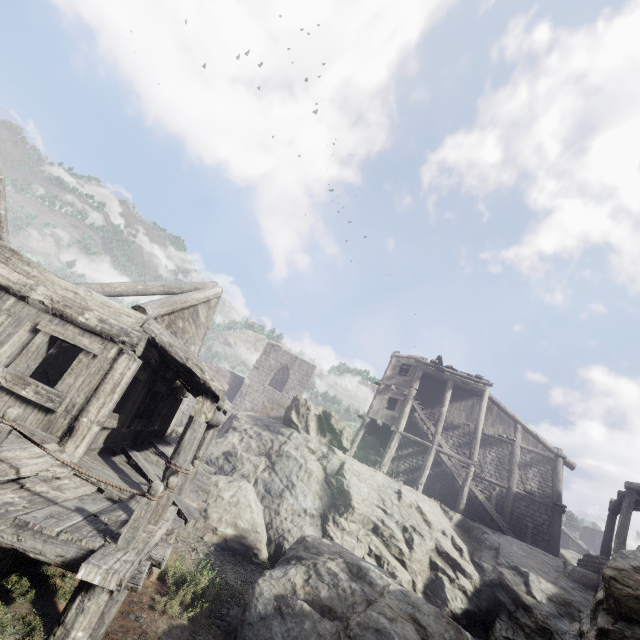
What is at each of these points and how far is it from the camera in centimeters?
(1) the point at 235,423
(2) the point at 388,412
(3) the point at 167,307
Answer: (1) rock, 2003cm
(2) building, 2241cm
(3) building, 836cm

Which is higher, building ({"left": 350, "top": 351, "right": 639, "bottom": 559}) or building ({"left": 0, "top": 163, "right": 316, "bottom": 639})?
building ({"left": 350, "top": 351, "right": 639, "bottom": 559})

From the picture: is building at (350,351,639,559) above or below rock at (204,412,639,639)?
above

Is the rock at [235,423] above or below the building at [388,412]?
below

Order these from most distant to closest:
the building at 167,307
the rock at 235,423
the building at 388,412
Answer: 1. the building at 388,412
2. the rock at 235,423
3. the building at 167,307

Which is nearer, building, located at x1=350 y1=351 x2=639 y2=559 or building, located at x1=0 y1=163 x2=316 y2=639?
building, located at x1=0 y1=163 x2=316 y2=639

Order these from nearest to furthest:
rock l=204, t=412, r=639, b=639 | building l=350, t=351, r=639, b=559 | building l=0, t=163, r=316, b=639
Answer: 1. building l=0, t=163, r=316, b=639
2. rock l=204, t=412, r=639, b=639
3. building l=350, t=351, r=639, b=559

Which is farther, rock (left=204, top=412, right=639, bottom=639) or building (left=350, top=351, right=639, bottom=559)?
building (left=350, top=351, right=639, bottom=559)
